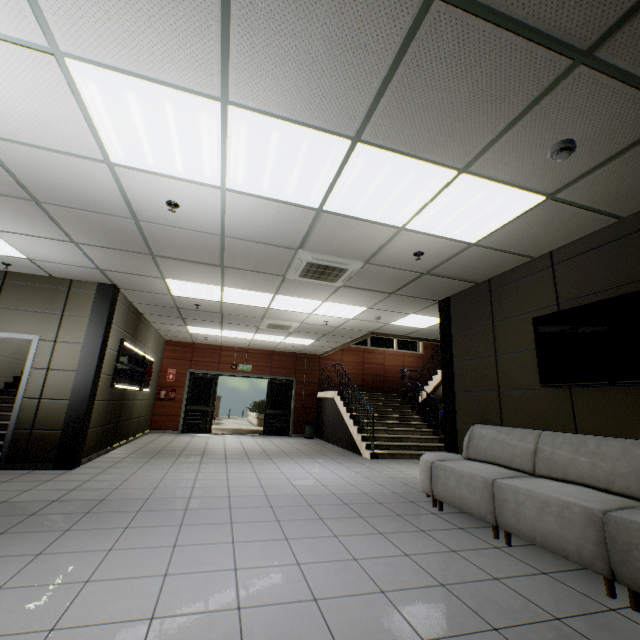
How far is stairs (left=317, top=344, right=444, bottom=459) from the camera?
8.5 meters

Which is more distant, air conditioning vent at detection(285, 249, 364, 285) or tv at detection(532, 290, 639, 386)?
air conditioning vent at detection(285, 249, 364, 285)

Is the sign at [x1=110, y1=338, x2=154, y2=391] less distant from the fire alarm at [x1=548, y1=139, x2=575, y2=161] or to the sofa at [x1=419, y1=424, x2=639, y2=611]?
the sofa at [x1=419, y1=424, x2=639, y2=611]

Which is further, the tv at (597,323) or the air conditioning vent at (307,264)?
the air conditioning vent at (307,264)

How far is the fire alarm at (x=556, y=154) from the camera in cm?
240

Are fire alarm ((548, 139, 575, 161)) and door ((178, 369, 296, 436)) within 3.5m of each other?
no

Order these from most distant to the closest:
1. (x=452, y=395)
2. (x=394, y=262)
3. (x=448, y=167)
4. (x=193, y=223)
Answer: (x=452, y=395)
(x=394, y=262)
(x=193, y=223)
(x=448, y=167)

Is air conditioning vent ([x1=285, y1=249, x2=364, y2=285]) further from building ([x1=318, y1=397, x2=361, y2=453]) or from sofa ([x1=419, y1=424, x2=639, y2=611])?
building ([x1=318, y1=397, x2=361, y2=453])
